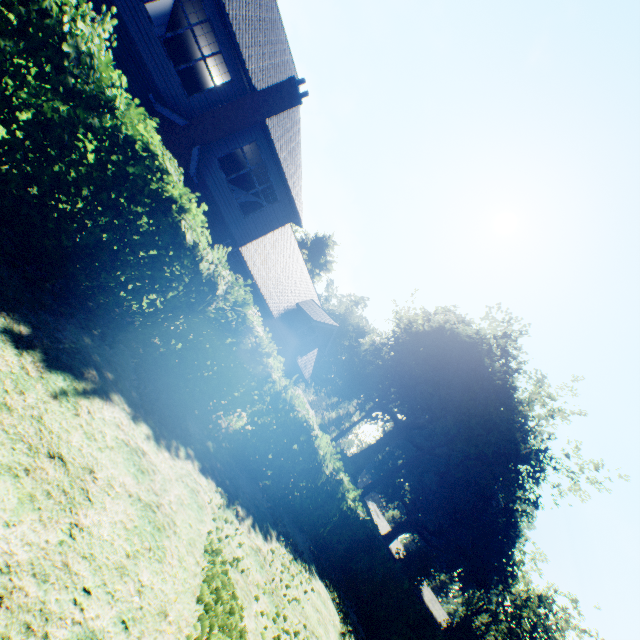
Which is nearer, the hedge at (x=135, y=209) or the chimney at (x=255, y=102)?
the hedge at (x=135, y=209)

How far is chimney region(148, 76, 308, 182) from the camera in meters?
12.0 m

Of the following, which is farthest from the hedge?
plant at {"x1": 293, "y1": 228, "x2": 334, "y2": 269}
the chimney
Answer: plant at {"x1": 293, "y1": 228, "x2": 334, "y2": 269}

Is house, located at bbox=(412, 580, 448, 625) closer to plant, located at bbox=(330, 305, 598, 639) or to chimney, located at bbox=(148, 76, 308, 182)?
plant, located at bbox=(330, 305, 598, 639)

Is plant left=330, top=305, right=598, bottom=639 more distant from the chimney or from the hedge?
the chimney

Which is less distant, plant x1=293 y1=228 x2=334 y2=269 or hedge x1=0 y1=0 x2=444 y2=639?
hedge x1=0 y1=0 x2=444 y2=639

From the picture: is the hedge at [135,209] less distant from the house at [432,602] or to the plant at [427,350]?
Result: the plant at [427,350]

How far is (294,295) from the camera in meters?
21.4
